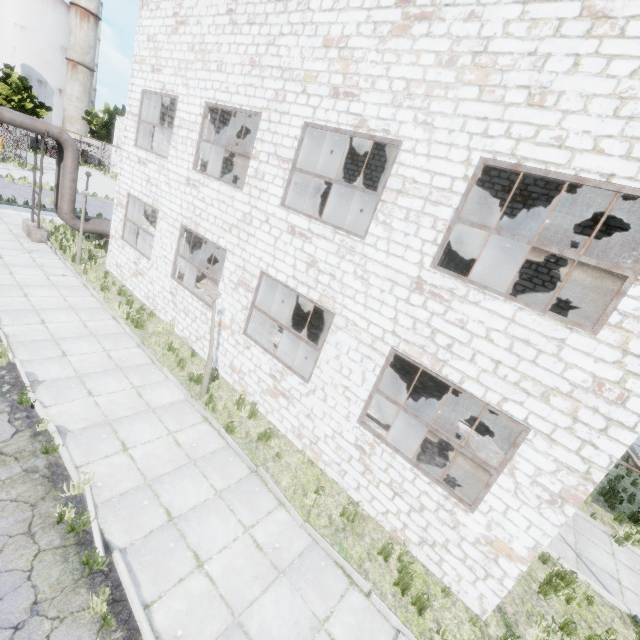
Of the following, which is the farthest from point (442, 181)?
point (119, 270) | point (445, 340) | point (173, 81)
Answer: point (119, 270)

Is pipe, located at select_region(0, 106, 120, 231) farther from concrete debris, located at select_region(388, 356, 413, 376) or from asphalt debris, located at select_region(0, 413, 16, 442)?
concrete debris, located at select_region(388, 356, 413, 376)

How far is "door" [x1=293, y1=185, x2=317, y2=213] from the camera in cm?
1916

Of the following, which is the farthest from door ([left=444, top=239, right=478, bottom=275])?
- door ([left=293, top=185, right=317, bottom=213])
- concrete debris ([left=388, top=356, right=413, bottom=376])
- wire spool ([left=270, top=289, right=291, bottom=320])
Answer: door ([left=293, top=185, right=317, bottom=213])

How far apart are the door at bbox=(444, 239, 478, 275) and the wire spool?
7.0 meters

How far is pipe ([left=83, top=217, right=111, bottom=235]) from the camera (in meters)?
16.81

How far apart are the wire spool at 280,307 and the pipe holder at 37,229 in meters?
11.4

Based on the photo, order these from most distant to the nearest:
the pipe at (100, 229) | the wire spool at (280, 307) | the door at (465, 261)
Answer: the pipe at (100, 229), the wire spool at (280, 307), the door at (465, 261)
